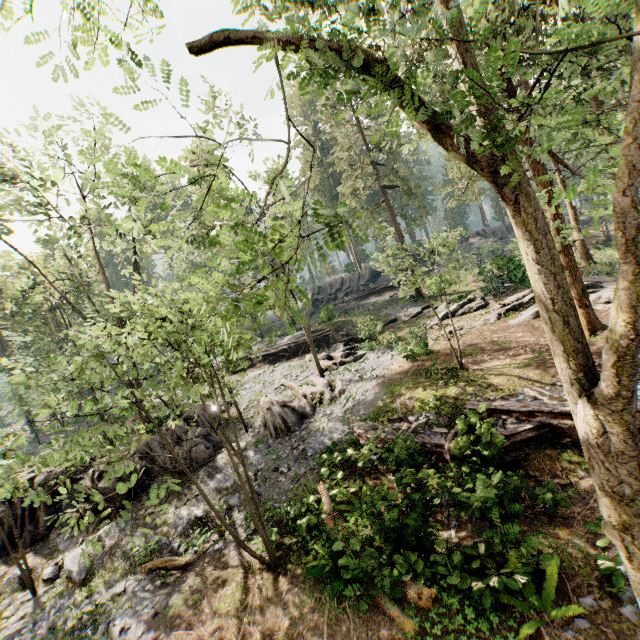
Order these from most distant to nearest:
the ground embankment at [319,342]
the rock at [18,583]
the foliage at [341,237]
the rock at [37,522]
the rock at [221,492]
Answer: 1. the ground embankment at [319,342]
2. the rock at [221,492]
3. the rock at [18,583]
4. the rock at [37,522]
5. the foliage at [341,237]

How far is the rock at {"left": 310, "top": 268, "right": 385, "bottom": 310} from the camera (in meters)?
43.32

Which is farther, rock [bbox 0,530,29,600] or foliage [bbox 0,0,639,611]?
rock [bbox 0,530,29,600]

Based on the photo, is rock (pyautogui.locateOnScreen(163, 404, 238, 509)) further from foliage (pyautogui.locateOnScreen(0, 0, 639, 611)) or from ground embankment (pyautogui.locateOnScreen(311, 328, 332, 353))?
ground embankment (pyautogui.locateOnScreen(311, 328, 332, 353))

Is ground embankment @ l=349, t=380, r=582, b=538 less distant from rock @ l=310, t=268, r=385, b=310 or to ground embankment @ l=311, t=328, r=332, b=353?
ground embankment @ l=311, t=328, r=332, b=353

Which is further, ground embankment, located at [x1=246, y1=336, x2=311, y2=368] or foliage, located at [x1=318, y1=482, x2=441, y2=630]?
ground embankment, located at [x1=246, y1=336, x2=311, y2=368]

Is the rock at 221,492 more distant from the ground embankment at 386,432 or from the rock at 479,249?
the rock at 479,249

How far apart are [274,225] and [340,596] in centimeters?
902cm
